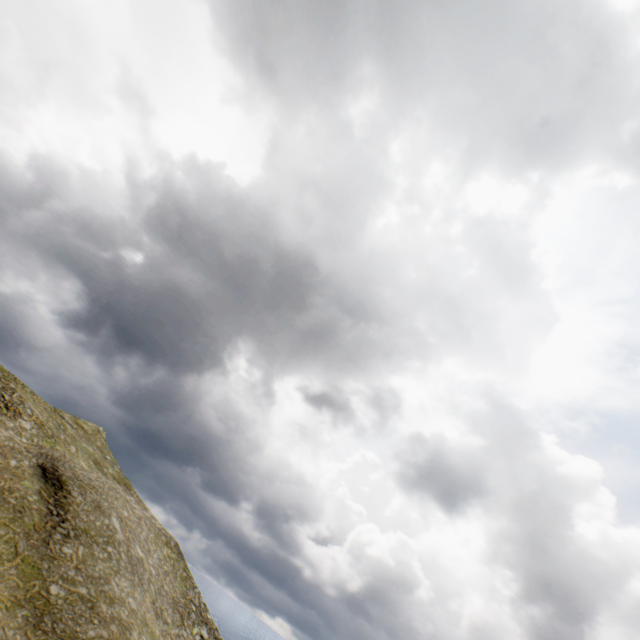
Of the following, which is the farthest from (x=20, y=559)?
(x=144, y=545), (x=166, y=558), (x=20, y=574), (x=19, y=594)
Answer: (x=166, y=558)
